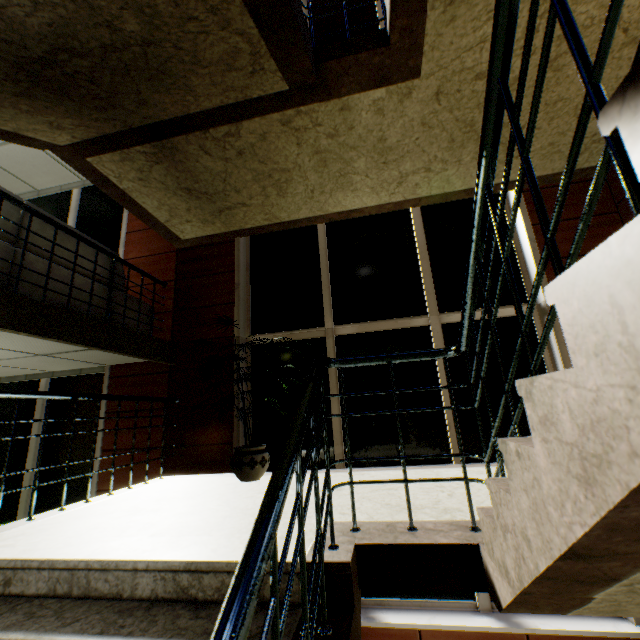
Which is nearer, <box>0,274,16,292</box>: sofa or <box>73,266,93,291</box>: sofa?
<box>0,274,16,292</box>: sofa

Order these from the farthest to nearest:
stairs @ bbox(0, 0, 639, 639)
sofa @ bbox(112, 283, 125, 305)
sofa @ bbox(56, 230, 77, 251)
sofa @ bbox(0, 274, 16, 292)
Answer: sofa @ bbox(112, 283, 125, 305) < sofa @ bbox(56, 230, 77, 251) < sofa @ bbox(0, 274, 16, 292) < stairs @ bbox(0, 0, 639, 639)

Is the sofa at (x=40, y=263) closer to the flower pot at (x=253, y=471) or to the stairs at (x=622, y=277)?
the stairs at (x=622, y=277)

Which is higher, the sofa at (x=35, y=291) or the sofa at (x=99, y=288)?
the sofa at (x=99, y=288)

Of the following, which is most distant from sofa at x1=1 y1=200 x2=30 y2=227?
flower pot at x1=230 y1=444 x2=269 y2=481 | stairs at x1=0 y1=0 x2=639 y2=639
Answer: flower pot at x1=230 y1=444 x2=269 y2=481

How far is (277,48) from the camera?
2.1m
